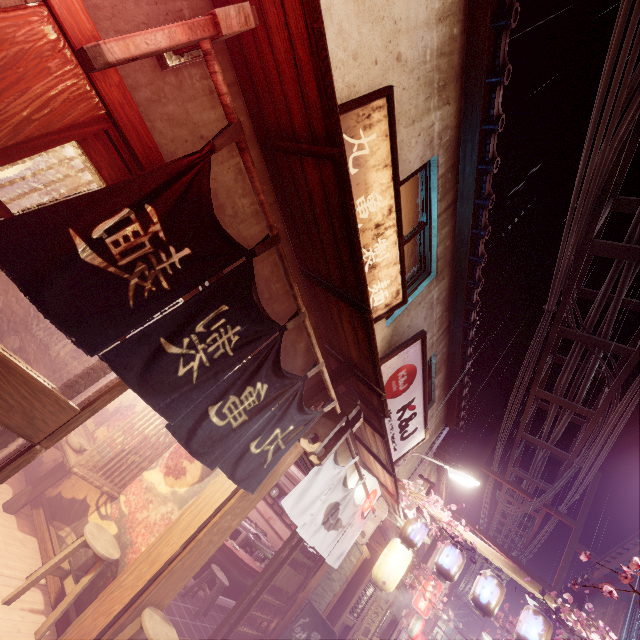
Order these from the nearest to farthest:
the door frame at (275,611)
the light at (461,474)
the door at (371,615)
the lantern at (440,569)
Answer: the door frame at (275,611), the lantern at (440,569), the light at (461,474), the door at (371,615)

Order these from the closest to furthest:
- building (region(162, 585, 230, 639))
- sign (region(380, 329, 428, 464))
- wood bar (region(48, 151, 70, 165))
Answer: wood bar (region(48, 151, 70, 165)), building (region(162, 585, 230, 639)), sign (region(380, 329, 428, 464))

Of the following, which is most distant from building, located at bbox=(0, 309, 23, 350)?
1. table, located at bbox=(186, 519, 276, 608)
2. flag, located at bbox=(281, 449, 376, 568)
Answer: table, located at bbox=(186, 519, 276, 608)

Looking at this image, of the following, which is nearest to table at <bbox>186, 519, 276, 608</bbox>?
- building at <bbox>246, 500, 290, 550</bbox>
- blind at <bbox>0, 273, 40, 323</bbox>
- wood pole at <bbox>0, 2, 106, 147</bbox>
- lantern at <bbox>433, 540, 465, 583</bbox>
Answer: building at <bbox>246, 500, 290, 550</bbox>

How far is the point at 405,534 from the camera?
12.8 meters

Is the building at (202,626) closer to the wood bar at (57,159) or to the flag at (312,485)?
the wood bar at (57,159)

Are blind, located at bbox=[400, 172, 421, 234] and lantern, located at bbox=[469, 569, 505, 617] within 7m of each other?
no

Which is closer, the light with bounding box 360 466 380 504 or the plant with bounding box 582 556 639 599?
the plant with bounding box 582 556 639 599
